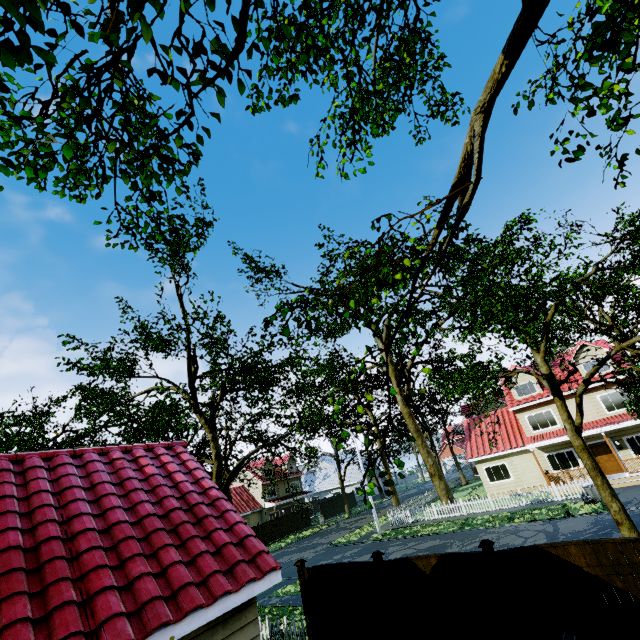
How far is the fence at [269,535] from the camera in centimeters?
3566cm

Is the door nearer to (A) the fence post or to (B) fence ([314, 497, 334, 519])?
(B) fence ([314, 497, 334, 519])

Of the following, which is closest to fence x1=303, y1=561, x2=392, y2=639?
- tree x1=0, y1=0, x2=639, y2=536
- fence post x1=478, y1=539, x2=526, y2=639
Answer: fence post x1=478, y1=539, x2=526, y2=639

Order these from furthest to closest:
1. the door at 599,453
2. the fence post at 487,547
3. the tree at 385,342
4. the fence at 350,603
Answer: the door at 599,453, the fence at 350,603, the fence post at 487,547, the tree at 385,342

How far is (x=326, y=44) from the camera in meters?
4.9 m

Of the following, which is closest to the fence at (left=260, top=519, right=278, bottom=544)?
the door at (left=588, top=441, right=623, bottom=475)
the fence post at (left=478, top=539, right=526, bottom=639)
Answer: the fence post at (left=478, top=539, right=526, bottom=639)

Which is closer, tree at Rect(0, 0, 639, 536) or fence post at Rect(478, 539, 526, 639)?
tree at Rect(0, 0, 639, 536)

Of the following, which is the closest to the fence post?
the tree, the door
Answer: the tree
